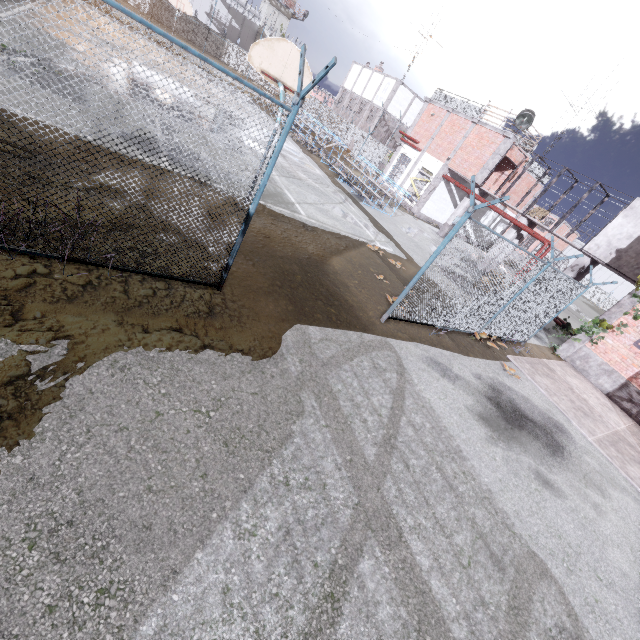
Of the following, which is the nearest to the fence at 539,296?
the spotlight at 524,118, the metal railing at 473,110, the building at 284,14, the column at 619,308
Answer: the column at 619,308

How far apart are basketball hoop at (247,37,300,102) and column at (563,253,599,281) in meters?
16.9 m

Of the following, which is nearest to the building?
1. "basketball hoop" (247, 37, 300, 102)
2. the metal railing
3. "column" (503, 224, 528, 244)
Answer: the metal railing

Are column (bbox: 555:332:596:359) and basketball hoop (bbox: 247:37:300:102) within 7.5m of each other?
no

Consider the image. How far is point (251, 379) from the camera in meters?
4.2 m

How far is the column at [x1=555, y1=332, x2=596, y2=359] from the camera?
13.6m

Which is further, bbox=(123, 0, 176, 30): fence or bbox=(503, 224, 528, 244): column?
bbox=(123, 0, 176, 30): fence

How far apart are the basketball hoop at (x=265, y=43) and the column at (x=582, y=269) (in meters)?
16.90
